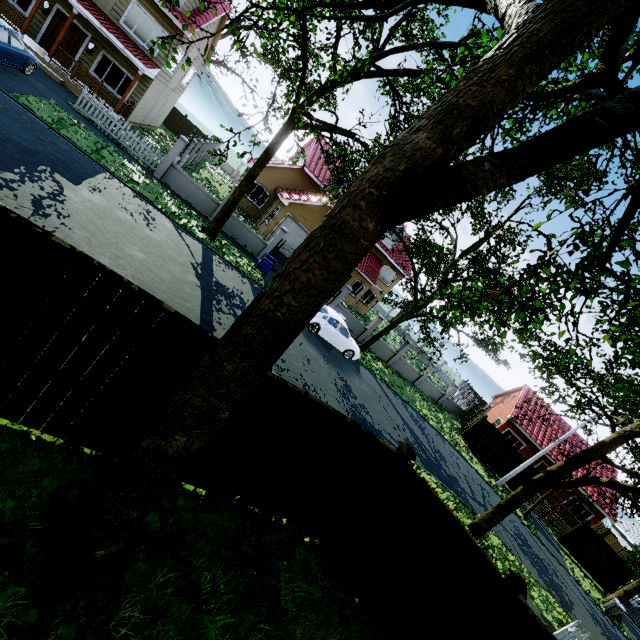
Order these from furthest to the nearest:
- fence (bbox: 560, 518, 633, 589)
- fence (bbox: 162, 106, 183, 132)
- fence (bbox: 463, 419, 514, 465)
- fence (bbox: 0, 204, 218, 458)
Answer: fence (bbox: 162, 106, 183, 132) → fence (bbox: 463, 419, 514, 465) → fence (bbox: 560, 518, 633, 589) → fence (bbox: 0, 204, 218, 458)

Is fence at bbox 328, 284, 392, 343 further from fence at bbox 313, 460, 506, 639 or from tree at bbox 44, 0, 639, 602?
fence at bbox 313, 460, 506, 639

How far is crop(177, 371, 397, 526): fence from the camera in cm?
461

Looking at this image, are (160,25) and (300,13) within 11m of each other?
no

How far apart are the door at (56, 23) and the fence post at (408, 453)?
24.49m

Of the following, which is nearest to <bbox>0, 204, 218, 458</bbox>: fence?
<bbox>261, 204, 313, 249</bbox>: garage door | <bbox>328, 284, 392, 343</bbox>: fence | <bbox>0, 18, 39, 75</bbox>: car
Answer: <bbox>0, 18, 39, 75</bbox>: car

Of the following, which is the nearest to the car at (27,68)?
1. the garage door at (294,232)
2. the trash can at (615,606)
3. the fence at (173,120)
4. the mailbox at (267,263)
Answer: the fence at (173,120)
